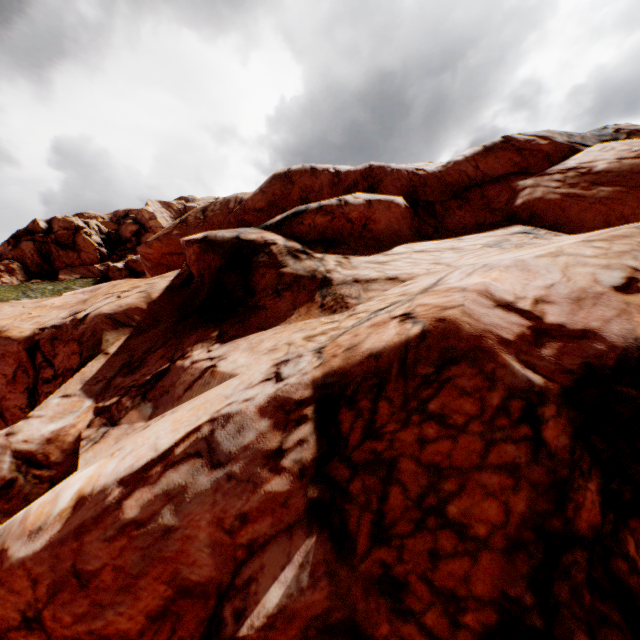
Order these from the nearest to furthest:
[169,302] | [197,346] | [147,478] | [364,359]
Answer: [147,478] → [364,359] → [197,346] → [169,302]

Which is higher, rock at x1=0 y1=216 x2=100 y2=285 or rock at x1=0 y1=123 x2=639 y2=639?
rock at x1=0 y1=216 x2=100 y2=285

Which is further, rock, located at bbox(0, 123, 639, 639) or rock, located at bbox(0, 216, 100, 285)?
rock, located at bbox(0, 216, 100, 285)

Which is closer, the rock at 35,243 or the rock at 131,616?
the rock at 131,616

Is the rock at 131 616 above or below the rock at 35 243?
Answer: below
